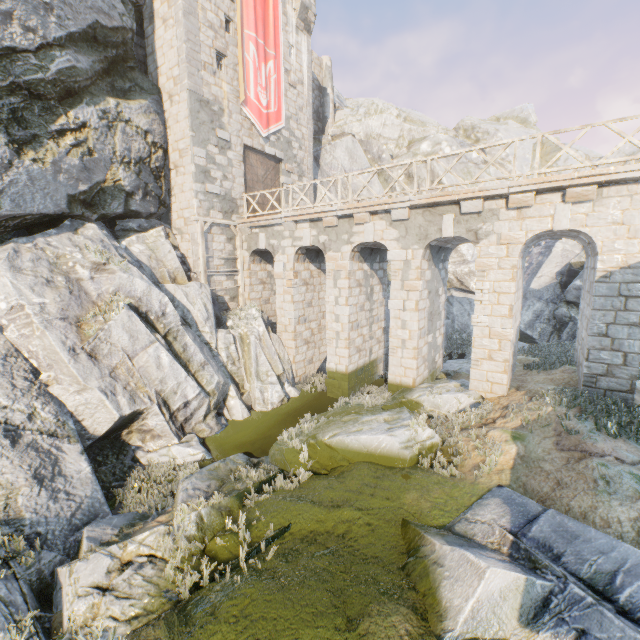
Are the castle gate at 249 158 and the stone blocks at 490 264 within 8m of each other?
no

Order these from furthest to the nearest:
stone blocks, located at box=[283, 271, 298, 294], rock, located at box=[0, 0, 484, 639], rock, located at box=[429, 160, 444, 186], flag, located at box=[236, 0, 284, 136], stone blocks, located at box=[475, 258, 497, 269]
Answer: rock, located at box=[429, 160, 444, 186], flag, located at box=[236, 0, 284, 136], stone blocks, located at box=[283, 271, 298, 294], stone blocks, located at box=[475, 258, 497, 269], rock, located at box=[0, 0, 484, 639]

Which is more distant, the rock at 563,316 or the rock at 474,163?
the rock at 474,163

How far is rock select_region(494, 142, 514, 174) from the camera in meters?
26.2 m

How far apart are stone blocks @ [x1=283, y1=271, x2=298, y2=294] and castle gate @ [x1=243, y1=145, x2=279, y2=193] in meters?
3.4 m

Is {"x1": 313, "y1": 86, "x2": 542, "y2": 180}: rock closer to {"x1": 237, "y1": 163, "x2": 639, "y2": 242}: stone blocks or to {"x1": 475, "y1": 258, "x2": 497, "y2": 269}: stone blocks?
{"x1": 237, "y1": 163, "x2": 639, "y2": 242}: stone blocks

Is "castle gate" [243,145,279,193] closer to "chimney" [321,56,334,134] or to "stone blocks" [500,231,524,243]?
"stone blocks" [500,231,524,243]

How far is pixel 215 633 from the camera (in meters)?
4.55
